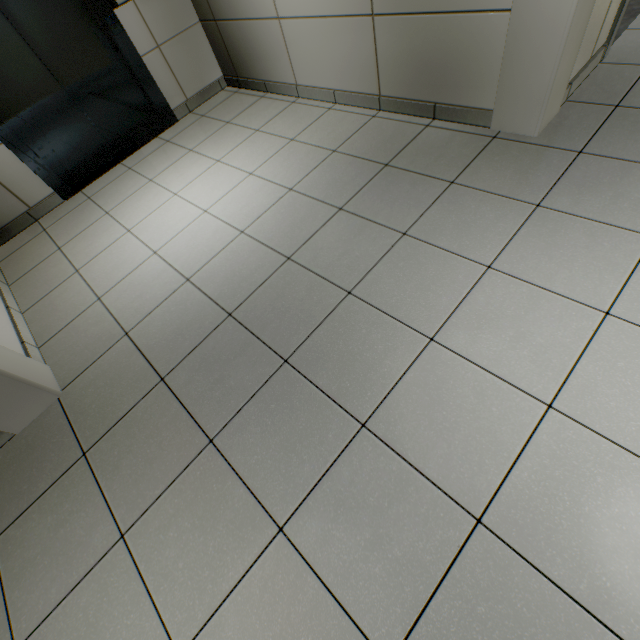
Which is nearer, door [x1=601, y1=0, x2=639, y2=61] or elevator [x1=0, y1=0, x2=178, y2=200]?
door [x1=601, y1=0, x2=639, y2=61]

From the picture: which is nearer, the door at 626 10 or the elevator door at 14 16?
the door at 626 10

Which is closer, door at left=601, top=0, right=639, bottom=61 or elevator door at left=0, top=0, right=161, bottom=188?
door at left=601, top=0, right=639, bottom=61

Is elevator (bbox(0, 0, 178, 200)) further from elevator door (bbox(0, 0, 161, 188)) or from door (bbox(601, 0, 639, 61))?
door (bbox(601, 0, 639, 61))

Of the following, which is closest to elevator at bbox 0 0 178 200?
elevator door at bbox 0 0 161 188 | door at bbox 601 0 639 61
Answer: elevator door at bbox 0 0 161 188

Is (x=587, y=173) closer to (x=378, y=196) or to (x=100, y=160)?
(x=378, y=196)

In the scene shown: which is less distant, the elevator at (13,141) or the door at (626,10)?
the door at (626,10)
